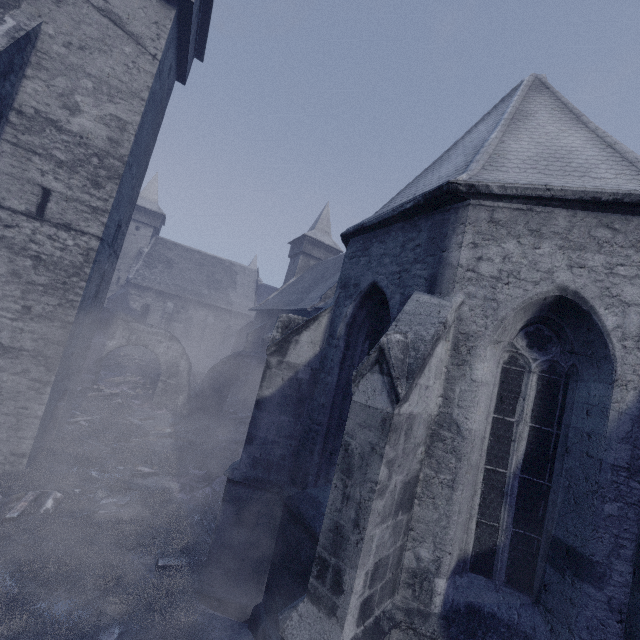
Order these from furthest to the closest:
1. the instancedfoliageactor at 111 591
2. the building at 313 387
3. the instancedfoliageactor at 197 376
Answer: the instancedfoliageactor at 197 376 → the instancedfoliageactor at 111 591 → the building at 313 387

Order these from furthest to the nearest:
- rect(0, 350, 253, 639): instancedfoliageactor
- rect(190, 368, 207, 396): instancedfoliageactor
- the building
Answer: rect(190, 368, 207, 396): instancedfoliageactor < rect(0, 350, 253, 639): instancedfoliageactor < the building

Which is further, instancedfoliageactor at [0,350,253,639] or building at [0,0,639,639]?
instancedfoliageactor at [0,350,253,639]

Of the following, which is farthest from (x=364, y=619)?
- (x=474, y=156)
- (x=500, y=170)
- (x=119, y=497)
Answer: (x=119, y=497)

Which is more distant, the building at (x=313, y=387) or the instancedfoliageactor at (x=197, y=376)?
the instancedfoliageactor at (x=197, y=376)

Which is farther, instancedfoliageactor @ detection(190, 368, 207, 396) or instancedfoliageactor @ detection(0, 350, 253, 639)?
instancedfoliageactor @ detection(190, 368, 207, 396)

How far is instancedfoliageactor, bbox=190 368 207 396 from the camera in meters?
22.1

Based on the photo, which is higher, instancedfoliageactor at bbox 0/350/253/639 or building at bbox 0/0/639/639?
building at bbox 0/0/639/639
